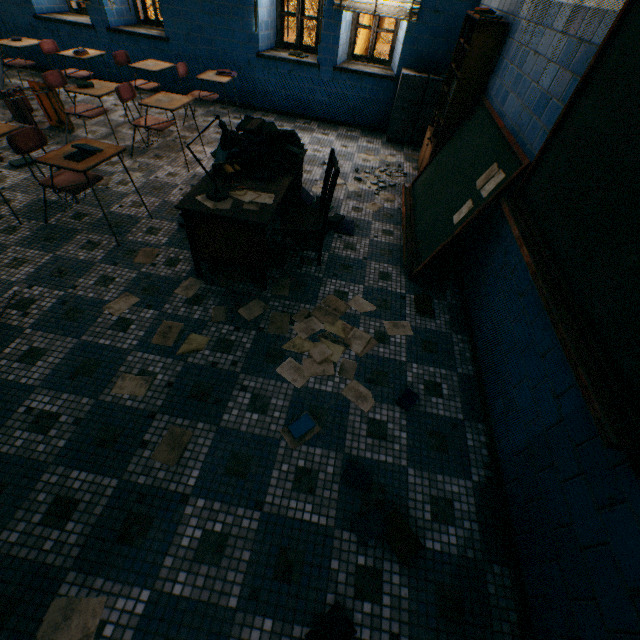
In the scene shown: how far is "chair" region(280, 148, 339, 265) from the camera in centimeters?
269cm

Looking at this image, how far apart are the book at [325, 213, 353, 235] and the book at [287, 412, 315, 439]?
1.92m

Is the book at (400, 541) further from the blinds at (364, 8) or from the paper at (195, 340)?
the blinds at (364, 8)

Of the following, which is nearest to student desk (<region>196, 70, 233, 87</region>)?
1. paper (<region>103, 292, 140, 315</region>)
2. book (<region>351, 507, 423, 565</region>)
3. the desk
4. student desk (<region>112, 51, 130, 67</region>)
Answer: student desk (<region>112, 51, 130, 67</region>)

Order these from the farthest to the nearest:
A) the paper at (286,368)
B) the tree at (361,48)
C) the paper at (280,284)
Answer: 1. the tree at (361,48)
2. the paper at (280,284)
3. the paper at (286,368)

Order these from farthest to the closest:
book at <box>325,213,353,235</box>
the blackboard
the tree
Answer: the tree
book at <box>325,213,353,235</box>
the blackboard

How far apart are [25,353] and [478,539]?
3.10m

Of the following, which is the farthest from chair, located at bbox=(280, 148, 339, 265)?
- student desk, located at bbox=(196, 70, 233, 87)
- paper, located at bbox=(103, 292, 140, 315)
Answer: student desk, located at bbox=(196, 70, 233, 87)
